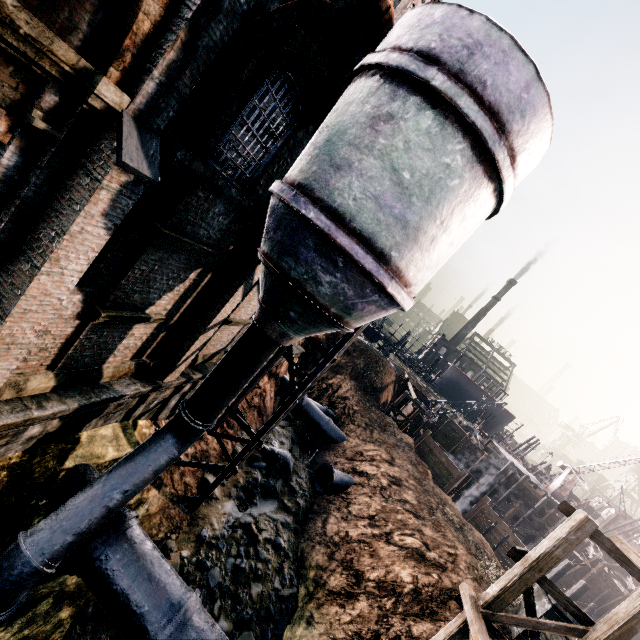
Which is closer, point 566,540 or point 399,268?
point 399,268

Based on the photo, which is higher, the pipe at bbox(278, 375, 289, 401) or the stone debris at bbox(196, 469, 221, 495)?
the pipe at bbox(278, 375, 289, 401)

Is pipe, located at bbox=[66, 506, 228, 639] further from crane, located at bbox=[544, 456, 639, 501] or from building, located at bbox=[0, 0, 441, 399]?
crane, located at bbox=[544, 456, 639, 501]

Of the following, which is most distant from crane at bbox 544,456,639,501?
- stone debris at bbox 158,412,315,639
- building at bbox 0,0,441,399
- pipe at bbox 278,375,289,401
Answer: building at bbox 0,0,441,399

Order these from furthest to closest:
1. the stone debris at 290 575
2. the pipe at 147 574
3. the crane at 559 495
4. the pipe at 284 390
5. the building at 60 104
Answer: the crane at 559 495 < the pipe at 284 390 < the stone debris at 290 575 < the pipe at 147 574 < the building at 60 104

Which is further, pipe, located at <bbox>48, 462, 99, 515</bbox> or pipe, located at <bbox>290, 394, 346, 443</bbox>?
pipe, located at <bbox>290, 394, 346, 443</bbox>

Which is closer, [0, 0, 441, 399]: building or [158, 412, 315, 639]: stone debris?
[0, 0, 441, 399]: building

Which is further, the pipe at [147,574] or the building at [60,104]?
the pipe at [147,574]
